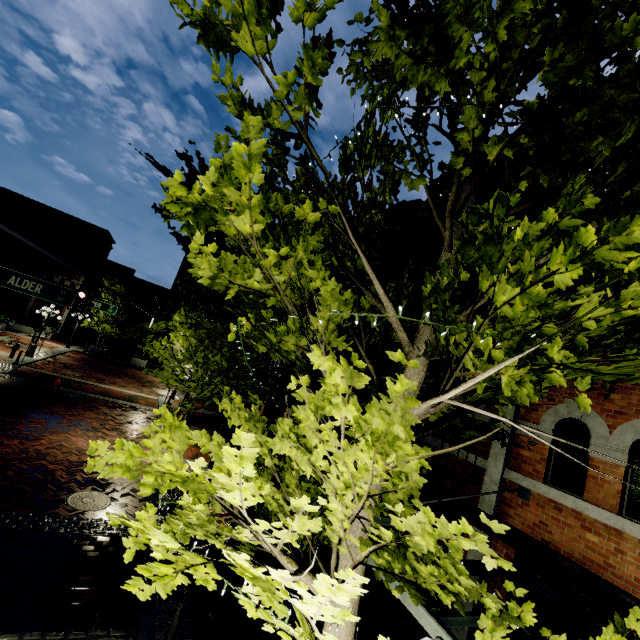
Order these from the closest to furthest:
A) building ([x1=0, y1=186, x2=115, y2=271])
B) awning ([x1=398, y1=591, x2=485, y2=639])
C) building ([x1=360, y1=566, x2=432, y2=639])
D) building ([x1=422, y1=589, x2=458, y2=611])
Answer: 1. awning ([x1=398, y1=591, x2=485, y2=639])
2. building ([x1=422, y1=589, x2=458, y2=611])
3. building ([x1=360, y1=566, x2=432, y2=639])
4. building ([x1=0, y1=186, x2=115, y2=271])

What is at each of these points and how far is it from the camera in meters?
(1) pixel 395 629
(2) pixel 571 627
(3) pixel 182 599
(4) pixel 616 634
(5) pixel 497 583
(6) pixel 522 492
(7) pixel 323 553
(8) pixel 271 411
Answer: (1) garbage can, 5.8 m
(2) building, 4.6 m
(3) post, 5.0 m
(4) tree, 1.9 m
(5) building, 5.3 m
(6) awning, 5.5 m
(7) building, 8.8 m
(8) building, 16.3 m

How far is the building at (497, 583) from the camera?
4.9m

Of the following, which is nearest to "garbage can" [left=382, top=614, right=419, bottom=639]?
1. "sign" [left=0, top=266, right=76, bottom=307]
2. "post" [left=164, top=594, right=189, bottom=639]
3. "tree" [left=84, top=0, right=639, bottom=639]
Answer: "tree" [left=84, top=0, right=639, bottom=639]

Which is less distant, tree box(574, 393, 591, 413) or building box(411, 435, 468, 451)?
tree box(574, 393, 591, 413)

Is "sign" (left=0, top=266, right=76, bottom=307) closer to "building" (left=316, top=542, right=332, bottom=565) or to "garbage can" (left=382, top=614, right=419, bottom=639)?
"building" (left=316, top=542, right=332, bottom=565)

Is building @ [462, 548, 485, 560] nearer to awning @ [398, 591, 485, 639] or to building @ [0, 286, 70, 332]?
awning @ [398, 591, 485, 639]
